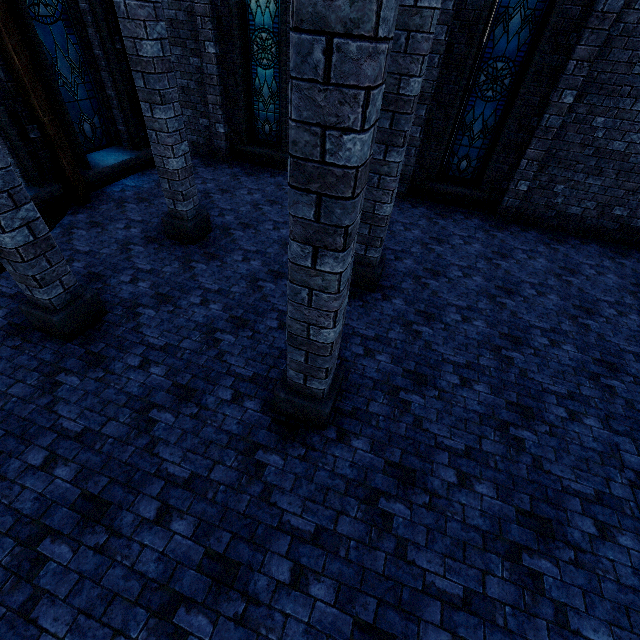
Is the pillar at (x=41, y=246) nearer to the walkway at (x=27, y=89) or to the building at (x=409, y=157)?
the building at (x=409, y=157)

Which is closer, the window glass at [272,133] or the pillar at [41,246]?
the pillar at [41,246]

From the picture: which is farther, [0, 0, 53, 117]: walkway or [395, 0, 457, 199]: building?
[395, 0, 457, 199]: building

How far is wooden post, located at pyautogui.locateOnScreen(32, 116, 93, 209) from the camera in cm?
673

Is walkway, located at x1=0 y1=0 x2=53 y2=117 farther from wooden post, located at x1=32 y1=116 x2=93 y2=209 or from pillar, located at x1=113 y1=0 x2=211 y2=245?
pillar, located at x1=113 y1=0 x2=211 y2=245

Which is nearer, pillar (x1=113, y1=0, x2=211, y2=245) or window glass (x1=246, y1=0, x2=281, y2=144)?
pillar (x1=113, y1=0, x2=211, y2=245)

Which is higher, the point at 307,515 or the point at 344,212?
the point at 344,212

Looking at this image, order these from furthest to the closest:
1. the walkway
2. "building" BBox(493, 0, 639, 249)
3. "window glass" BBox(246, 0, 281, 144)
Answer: "window glass" BBox(246, 0, 281, 144)
"building" BBox(493, 0, 639, 249)
the walkway
